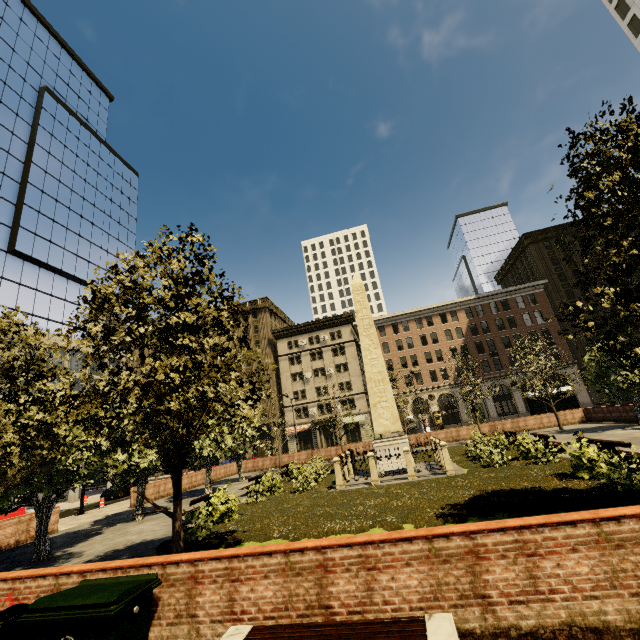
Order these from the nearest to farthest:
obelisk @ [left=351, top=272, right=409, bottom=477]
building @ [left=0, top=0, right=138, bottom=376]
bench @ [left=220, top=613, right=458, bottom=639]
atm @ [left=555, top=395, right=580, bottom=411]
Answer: bench @ [left=220, top=613, right=458, bottom=639]
obelisk @ [left=351, top=272, right=409, bottom=477]
atm @ [left=555, top=395, right=580, bottom=411]
building @ [left=0, top=0, right=138, bottom=376]

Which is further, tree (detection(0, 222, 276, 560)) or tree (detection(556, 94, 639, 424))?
tree (detection(0, 222, 276, 560))

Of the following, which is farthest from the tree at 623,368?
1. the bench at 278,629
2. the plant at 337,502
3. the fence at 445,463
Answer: the bench at 278,629

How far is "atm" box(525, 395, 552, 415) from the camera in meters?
29.8 m

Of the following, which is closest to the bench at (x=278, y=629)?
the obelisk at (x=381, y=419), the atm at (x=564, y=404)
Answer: the obelisk at (x=381, y=419)

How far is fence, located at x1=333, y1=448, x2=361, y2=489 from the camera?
15.3m

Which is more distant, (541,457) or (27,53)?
(27,53)

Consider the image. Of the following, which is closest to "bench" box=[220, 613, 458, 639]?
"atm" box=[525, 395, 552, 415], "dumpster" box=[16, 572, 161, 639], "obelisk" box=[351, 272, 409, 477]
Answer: "dumpster" box=[16, 572, 161, 639]
